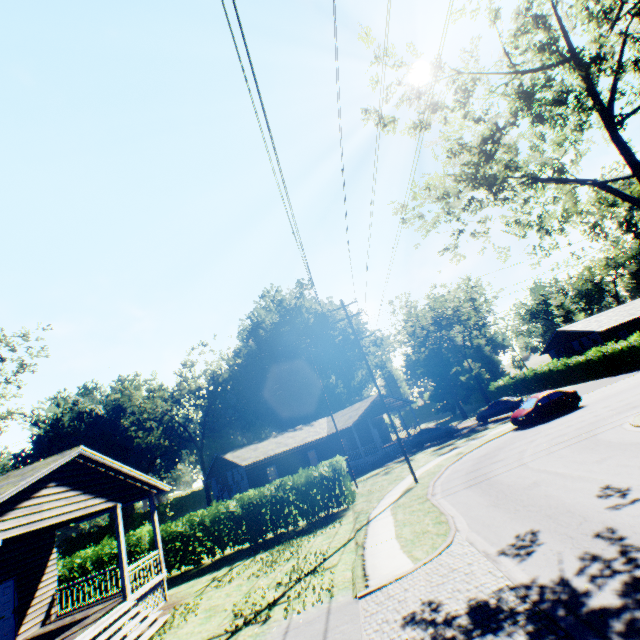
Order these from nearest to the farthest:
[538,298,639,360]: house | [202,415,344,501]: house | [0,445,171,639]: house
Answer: [0,445,171,639]: house
[202,415,344,501]: house
[538,298,639,360]: house

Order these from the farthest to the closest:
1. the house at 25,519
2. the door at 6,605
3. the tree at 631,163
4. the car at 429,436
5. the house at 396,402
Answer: the house at 396,402 < the car at 429,436 < the door at 6,605 < the tree at 631,163 < the house at 25,519

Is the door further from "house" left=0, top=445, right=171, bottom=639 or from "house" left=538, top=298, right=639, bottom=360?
"house" left=538, top=298, right=639, bottom=360

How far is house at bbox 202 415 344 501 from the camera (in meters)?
30.42

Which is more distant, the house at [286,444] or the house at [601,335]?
the house at [601,335]

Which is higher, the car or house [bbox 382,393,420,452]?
house [bbox 382,393,420,452]

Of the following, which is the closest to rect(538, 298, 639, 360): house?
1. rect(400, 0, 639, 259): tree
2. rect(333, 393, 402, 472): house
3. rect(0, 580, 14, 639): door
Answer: rect(333, 393, 402, 472): house

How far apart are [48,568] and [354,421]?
24.00m
